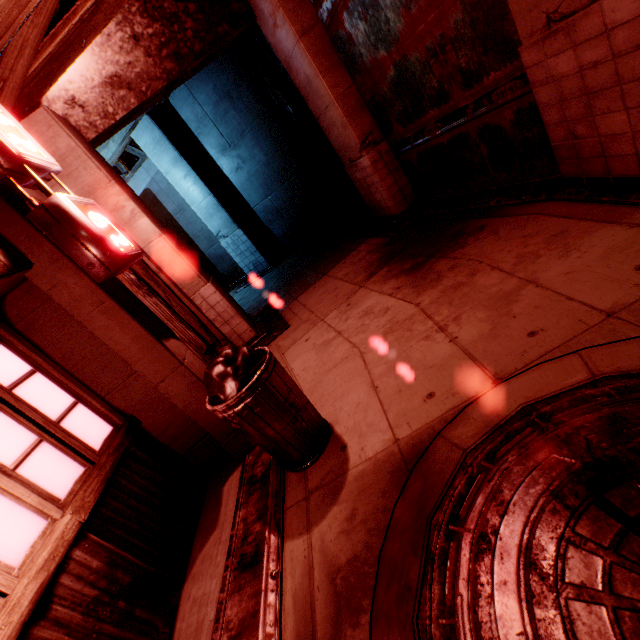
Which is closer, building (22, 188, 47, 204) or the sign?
the sign

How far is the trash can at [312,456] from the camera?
2.54m

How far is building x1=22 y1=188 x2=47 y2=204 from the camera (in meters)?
4.29

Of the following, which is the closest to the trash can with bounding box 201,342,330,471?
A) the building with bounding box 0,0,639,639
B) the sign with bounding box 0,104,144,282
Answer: the building with bounding box 0,0,639,639

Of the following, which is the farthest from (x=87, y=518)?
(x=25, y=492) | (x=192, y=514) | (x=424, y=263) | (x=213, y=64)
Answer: (x=213, y=64)

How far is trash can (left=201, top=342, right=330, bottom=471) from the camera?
2.5m

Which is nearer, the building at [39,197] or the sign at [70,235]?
the sign at [70,235]
